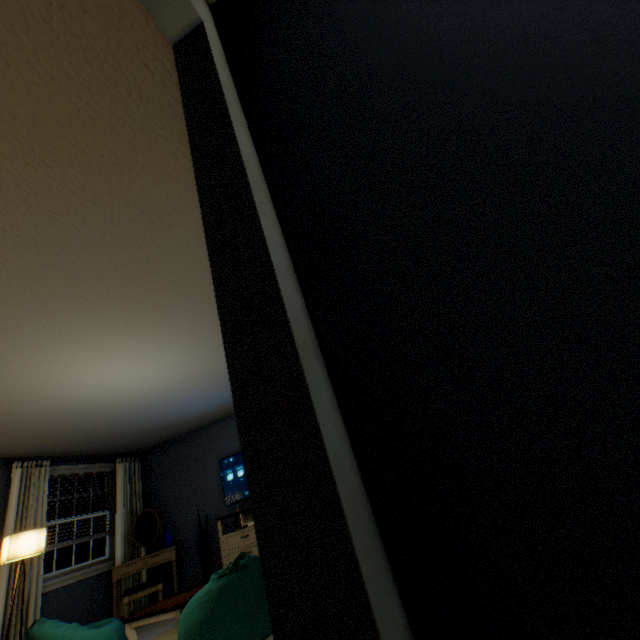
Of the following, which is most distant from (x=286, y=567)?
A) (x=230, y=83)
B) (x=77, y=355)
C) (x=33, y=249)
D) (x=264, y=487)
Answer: (x=77, y=355)

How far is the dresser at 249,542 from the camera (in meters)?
4.44

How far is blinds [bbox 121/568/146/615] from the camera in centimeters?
480cm

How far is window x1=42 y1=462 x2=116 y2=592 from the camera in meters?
4.5

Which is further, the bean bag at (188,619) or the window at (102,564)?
the window at (102,564)

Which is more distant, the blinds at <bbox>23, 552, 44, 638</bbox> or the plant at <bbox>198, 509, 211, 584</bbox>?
the plant at <bbox>198, 509, 211, 584</bbox>

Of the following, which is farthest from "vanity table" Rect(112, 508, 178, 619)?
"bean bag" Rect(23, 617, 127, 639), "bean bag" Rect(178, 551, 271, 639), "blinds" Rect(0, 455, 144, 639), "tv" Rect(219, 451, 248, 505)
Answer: "bean bag" Rect(178, 551, 271, 639)

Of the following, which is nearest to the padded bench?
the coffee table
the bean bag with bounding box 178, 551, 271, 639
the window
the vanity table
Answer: the vanity table
